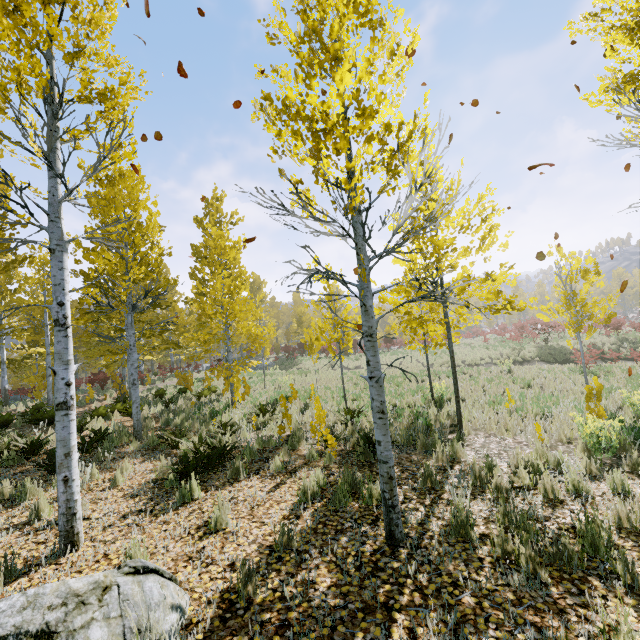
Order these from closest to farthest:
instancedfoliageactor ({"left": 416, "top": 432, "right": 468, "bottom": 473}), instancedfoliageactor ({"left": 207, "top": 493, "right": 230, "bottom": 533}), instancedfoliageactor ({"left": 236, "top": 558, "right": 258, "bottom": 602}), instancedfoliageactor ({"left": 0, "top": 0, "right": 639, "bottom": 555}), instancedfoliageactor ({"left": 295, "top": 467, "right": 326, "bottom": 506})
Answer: instancedfoliageactor ({"left": 236, "top": 558, "right": 258, "bottom": 602}) → instancedfoliageactor ({"left": 0, "top": 0, "right": 639, "bottom": 555}) → instancedfoliageactor ({"left": 207, "top": 493, "right": 230, "bottom": 533}) → instancedfoliageactor ({"left": 295, "top": 467, "right": 326, "bottom": 506}) → instancedfoliageactor ({"left": 416, "top": 432, "right": 468, "bottom": 473})

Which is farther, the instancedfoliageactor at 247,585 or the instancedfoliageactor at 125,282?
the instancedfoliageactor at 125,282

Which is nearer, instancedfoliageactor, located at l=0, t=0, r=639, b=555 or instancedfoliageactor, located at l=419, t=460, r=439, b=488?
instancedfoliageactor, located at l=0, t=0, r=639, b=555

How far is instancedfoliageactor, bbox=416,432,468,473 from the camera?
5.8m

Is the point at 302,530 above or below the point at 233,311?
below

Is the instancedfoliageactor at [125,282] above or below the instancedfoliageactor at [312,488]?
above
